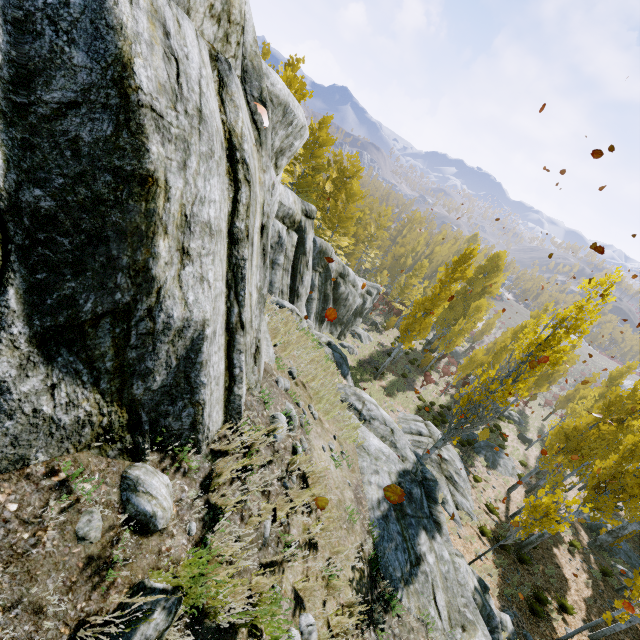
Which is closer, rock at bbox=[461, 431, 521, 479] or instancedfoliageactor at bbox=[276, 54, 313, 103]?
instancedfoliageactor at bbox=[276, 54, 313, 103]

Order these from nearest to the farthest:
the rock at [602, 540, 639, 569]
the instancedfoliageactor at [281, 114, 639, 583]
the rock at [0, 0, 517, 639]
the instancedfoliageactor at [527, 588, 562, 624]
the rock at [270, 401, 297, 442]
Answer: the rock at [0, 0, 517, 639]
the rock at [270, 401, 297, 442]
the instancedfoliageactor at [281, 114, 639, 583]
the instancedfoliageactor at [527, 588, 562, 624]
the rock at [602, 540, 639, 569]

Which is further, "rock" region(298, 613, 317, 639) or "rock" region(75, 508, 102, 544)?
"rock" region(298, 613, 317, 639)

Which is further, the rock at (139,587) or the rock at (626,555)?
the rock at (626,555)

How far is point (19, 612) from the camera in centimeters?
187cm

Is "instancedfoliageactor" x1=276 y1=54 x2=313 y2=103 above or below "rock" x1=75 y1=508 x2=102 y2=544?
above

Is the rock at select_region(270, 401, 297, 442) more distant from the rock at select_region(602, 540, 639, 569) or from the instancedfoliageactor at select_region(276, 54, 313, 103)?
the rock at select_region(602, 540, 639, 569)

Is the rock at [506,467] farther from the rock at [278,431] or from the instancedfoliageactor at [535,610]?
the rock at [278,431]
